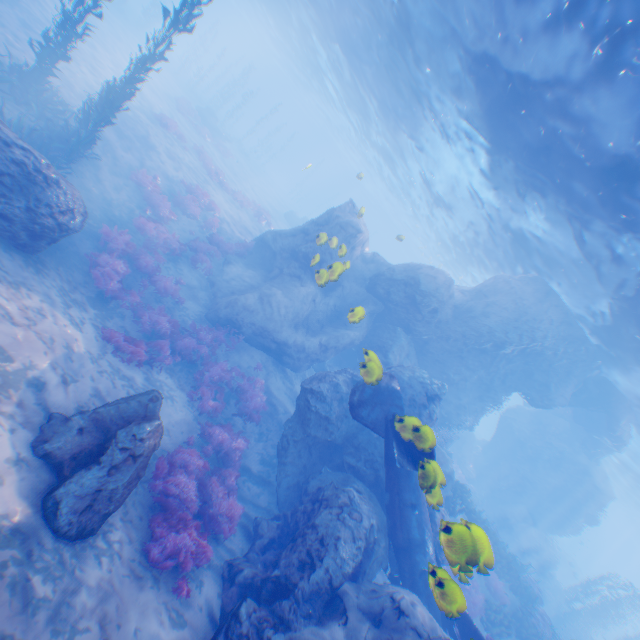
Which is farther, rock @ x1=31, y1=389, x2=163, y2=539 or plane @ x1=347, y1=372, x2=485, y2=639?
plane @ x1=347, y1=372, x2=485, y2=639

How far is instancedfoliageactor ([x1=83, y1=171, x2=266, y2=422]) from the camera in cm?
1145

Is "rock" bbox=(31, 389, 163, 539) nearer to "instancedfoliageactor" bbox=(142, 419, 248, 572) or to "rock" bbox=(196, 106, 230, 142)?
"instancedfoliageactor" bbox=(142, 419, 248, 572)

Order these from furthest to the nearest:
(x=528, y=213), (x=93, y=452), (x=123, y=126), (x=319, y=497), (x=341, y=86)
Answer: (x=341, y=86), (x=123, y=126), (x=528, y=213), (x=319, y=497), (x=93, y=452)

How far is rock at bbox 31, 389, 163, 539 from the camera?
5.5m

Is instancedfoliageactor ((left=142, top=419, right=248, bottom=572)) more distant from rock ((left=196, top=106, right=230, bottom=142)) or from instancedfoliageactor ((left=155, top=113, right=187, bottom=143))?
rock ((left=196, top=106, right=230, bottom=142))

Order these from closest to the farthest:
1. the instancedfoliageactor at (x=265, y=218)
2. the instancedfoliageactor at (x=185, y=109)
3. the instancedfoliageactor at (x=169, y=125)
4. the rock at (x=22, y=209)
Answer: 1. the rock at (x=22, y=209)
2. the instancedfoliageactor at (x=169, y=125)
3. the instancedfoliageactor at (x=265, y=218)
4. the instancedfoliageactor at (x=185, y=109)

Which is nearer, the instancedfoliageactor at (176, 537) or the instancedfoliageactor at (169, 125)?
the instancedfoliageactor at (176, 537)
